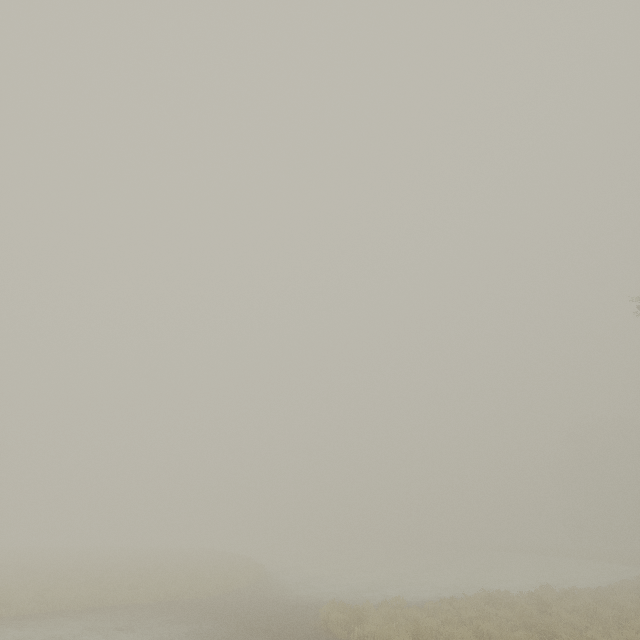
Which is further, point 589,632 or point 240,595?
point 240,595
